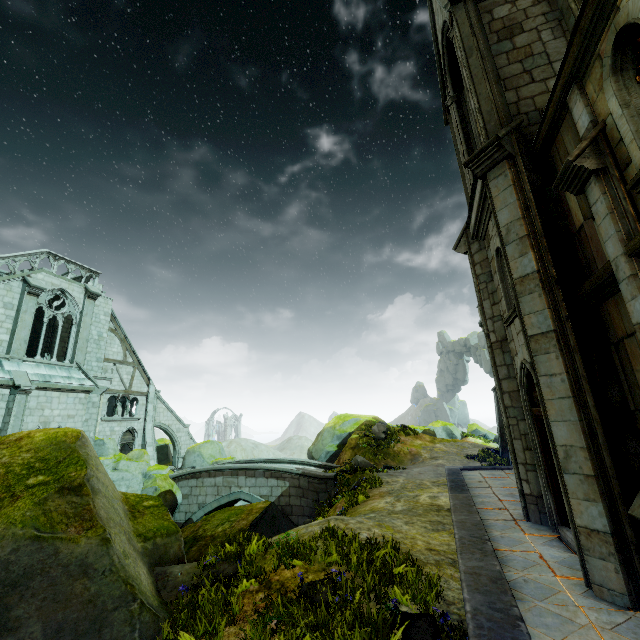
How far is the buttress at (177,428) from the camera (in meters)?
29.11

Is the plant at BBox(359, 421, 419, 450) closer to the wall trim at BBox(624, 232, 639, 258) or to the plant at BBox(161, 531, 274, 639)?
the plant at BBox(161, 531, 274, 639)

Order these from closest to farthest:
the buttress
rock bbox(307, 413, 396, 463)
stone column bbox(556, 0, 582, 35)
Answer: stone column bbox(556, 0, 582, 35)
rock bbox(307, 413, 396, 463)
the buttress

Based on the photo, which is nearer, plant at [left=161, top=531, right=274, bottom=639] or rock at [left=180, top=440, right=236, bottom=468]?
plant at [left=161, top=531, right=274, bottom=639]

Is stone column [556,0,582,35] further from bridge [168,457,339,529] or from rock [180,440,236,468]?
rock [180,440,236,468]

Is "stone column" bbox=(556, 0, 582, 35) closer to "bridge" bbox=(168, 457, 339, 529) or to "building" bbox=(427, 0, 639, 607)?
"building" bbox=(427, 0, 639, 607)

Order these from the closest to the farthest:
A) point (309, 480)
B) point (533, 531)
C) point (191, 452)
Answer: point (533, 531) < point (309, 480) < point (191, 452)

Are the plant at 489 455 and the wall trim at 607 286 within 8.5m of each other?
no
